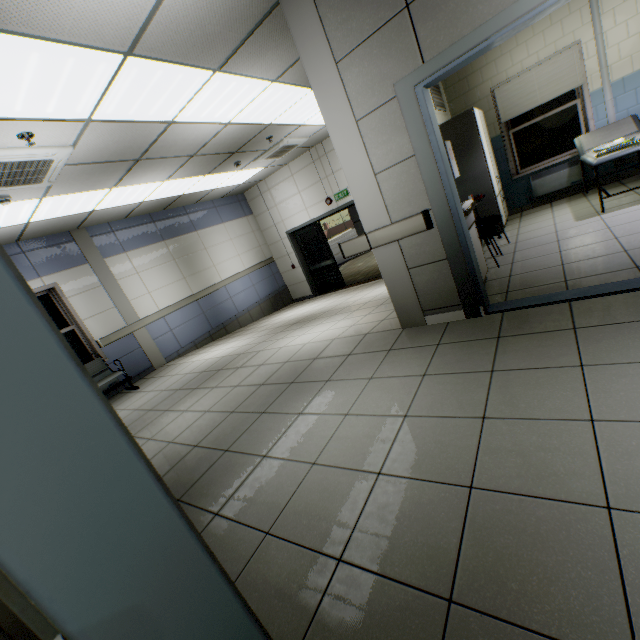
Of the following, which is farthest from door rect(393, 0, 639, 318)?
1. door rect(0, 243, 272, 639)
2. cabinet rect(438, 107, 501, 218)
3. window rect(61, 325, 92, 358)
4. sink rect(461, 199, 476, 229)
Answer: window rect(61, 325, 92, 358)

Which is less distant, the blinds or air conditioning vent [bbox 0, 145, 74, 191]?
air conditioning vent [bbox 0, 145, 74, 191]

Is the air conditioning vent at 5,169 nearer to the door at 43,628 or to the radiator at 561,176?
the door at 43,628

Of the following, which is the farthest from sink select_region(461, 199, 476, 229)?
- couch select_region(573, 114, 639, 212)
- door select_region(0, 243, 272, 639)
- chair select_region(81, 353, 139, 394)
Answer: chair select_region(81, 353, 139, 394)

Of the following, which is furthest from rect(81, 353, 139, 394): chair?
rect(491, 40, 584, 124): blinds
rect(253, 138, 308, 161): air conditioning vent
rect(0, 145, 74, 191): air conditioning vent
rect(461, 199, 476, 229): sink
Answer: rect(491, 40, 584, 124): blinds

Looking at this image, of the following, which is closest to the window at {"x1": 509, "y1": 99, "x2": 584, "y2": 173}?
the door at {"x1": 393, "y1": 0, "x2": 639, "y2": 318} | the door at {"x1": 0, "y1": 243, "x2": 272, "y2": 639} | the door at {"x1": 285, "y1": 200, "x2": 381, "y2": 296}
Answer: the door at {"x1": 285, "y1": 200, "x2": 381, "y2": 296}

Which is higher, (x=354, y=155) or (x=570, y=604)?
(x=354, y=155)

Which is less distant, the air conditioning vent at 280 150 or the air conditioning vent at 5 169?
the air conditioning vent at 5 169
